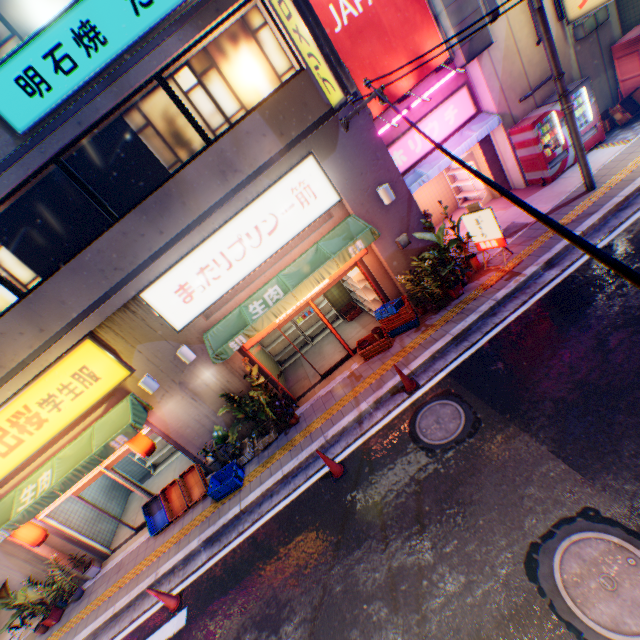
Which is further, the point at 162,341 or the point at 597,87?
the point at 597,87

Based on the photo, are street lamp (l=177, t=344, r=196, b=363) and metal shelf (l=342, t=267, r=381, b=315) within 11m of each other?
yes

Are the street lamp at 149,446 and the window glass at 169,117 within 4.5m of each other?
no

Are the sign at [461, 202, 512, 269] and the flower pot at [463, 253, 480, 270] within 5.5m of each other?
yes

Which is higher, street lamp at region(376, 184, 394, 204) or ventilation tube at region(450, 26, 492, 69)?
ventilation tube at region(450, 26, 492, 69)

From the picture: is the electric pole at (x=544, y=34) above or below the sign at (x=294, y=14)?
below

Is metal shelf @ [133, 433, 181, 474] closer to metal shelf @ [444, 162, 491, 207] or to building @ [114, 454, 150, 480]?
building @ [114, 454, 150, 480]

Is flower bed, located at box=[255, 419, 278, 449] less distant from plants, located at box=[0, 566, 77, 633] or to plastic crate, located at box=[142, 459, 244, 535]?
plastic crate, located at box=[142, 459, 244, 535]
